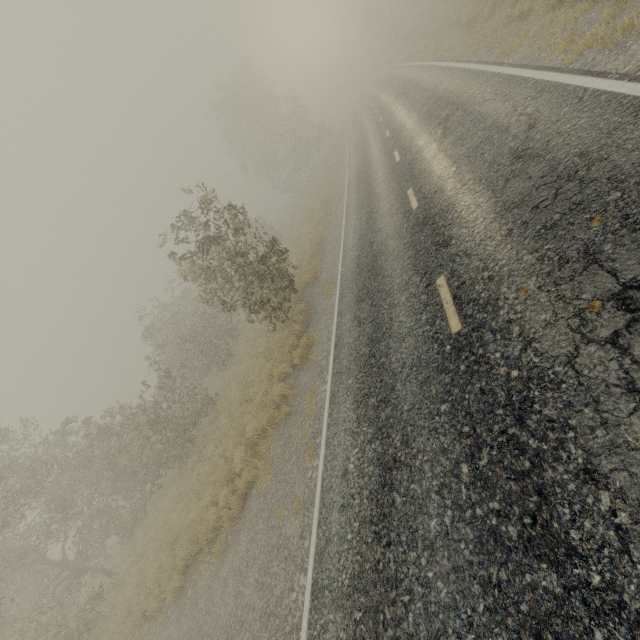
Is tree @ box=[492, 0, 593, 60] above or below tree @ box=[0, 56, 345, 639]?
below

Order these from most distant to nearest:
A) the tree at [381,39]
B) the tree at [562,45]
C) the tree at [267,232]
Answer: the tree at [381,39] < the tree at [267,232] < the tree at [562,45]

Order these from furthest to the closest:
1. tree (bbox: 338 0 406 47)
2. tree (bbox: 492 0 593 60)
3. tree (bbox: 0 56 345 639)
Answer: tree (bbox: 338 0 406 47)
tree (bbox: 0 56 345 639)
tree (bbox: 492 0 593 60)

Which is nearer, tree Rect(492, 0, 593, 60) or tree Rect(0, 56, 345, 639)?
tree Rect(492, 0, 593, 60)

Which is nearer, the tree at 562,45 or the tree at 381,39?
the tree at 562,45

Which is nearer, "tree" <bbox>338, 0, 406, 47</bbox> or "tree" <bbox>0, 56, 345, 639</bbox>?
"tree" <bbox>0, 56, 345, 639</bbox>

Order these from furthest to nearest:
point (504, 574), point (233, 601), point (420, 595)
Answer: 1. point (233, 601)
2. point (420, 595)
3. point (504, 574)
